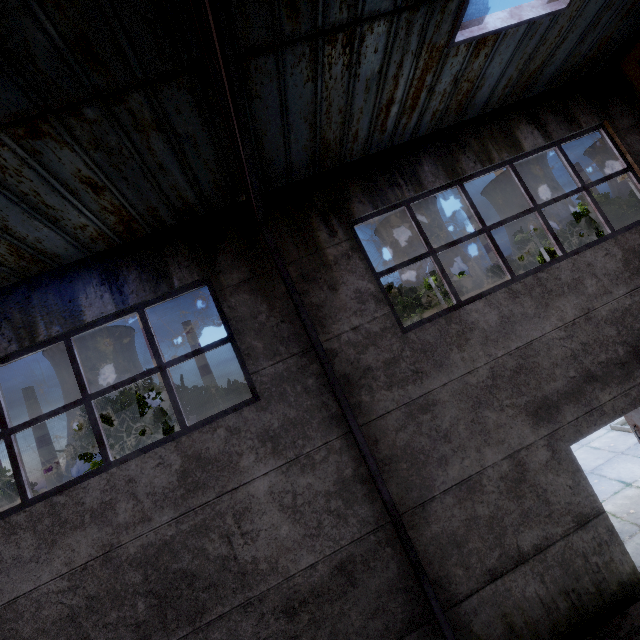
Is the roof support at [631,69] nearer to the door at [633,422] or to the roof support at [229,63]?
the door at [633,422]

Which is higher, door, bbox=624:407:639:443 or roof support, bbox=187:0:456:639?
roof support, bbox=187:0:456:639

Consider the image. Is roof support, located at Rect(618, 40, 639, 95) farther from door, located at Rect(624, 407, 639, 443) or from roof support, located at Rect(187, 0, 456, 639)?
roof support, located at Rect(187, 0, 456, 639)

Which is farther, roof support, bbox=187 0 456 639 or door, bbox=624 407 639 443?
door, bbox=624 407 639 443

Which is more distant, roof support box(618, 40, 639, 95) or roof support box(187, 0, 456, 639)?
roof support box(618, 40, 639, 95)

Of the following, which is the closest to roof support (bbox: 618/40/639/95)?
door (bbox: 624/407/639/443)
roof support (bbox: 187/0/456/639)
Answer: door (bbox: 624/407/639/443)

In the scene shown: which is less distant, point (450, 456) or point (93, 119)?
point (93, 119)

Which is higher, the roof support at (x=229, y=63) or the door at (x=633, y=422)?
the roof support at (x=229, y=63)
